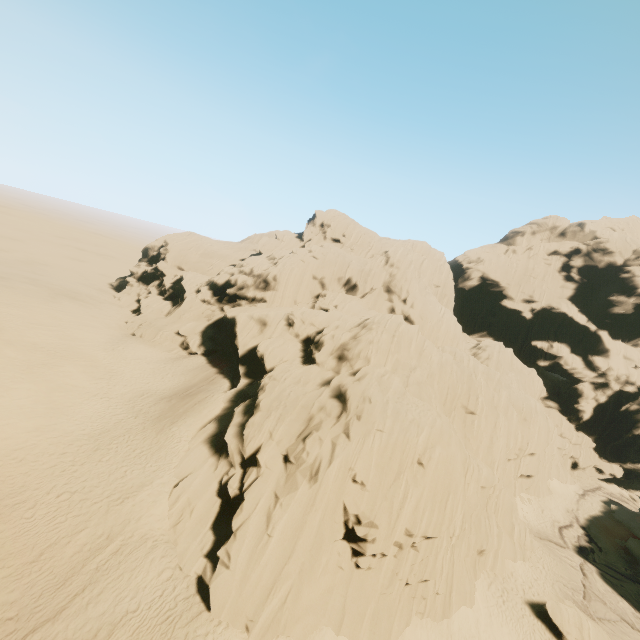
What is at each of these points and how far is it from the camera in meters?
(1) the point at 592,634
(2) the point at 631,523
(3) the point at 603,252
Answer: (1) rock, 21.2
(2) rock, 35.6
(3) rock, 55.6

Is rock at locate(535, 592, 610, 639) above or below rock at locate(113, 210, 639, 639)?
below

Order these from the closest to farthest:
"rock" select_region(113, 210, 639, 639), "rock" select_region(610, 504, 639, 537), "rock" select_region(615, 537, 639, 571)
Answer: "rock" select_region(113, 210, 639, 639) → "rock" select_region(615, 537, 639, 571) → "rock" select_region(610, 504, 639, 537)

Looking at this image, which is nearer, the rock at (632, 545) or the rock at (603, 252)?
the rock at (603, 252)

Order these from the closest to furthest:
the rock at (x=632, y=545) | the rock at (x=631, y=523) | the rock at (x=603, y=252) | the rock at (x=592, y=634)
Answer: the rock at (x=603, y=252) < the rock at (x=592, y=634) < the rock at (x=632, y=545) < the rock at (x=631, y=523)

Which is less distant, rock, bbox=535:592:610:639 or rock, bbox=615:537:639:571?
rock, bbox=535:592:610:639
